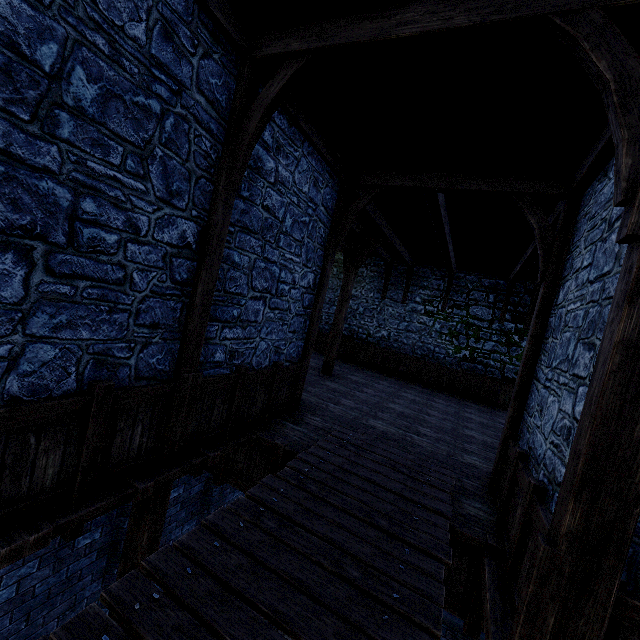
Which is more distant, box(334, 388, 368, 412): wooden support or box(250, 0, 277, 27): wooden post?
box(334, 388, 368, 412): wooden support

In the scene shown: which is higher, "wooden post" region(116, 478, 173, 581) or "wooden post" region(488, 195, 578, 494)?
"wooden post" region(488, 195, 578, 494)

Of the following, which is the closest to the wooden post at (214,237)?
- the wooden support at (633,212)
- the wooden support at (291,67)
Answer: the wooden support at (291,67)

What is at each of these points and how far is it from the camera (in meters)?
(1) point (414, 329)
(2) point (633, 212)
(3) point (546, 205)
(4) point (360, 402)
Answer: (1) building tower, 14.20
(2) wooden support, 2.08
(3) building, 5.96
(4) wooden support, 8.53

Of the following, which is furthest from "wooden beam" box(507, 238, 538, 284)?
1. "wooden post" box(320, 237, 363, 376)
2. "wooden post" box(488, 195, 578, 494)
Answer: "wooden post" box(320, 237, 363, 376)

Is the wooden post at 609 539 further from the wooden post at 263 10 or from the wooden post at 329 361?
the wooden post at 329 361

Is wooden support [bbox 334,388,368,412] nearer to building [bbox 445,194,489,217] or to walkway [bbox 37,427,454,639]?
walkway [bbox 37,427,454,639]

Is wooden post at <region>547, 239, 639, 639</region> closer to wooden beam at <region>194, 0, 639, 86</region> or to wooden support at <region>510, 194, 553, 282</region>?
wooden beam at <region>194, 0, 639, 86</region>
